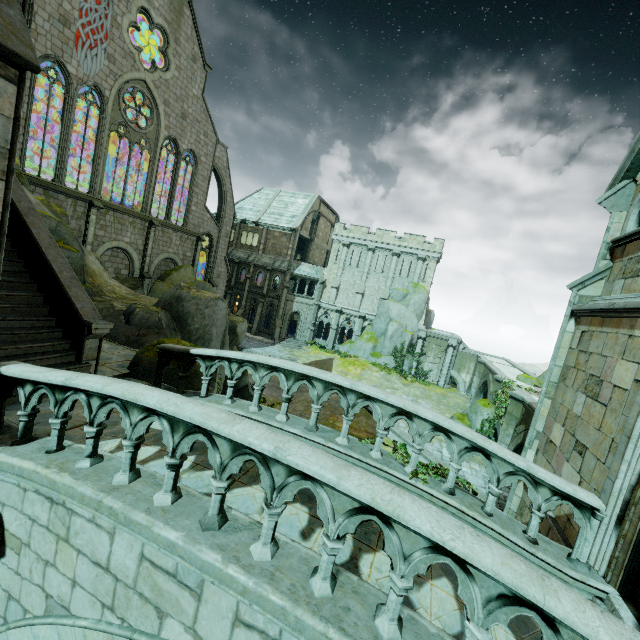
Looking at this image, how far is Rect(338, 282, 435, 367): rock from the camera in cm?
3738

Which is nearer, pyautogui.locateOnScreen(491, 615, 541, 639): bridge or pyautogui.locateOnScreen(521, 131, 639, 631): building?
pyautogui.locateOnScreen(491, 615, 541, 639): bridge

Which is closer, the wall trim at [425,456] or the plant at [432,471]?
the plant at [432,471]

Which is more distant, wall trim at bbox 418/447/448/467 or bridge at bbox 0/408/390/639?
wall trim at bbox 418/447/448/467

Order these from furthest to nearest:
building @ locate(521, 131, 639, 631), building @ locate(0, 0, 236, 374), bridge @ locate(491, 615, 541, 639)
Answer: building @ locate(0, 0, 236, 374) < building @ locate(521, 131, 639, 631) < bridge @ locate(491, 615, 541, 639)

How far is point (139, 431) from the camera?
3.93m

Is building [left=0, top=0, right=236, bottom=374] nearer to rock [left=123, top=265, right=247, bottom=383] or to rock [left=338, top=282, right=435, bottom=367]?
rock [left=123, top=265, right=247, bottom=383]

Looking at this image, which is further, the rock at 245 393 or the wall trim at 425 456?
the wall trim at 425 456
